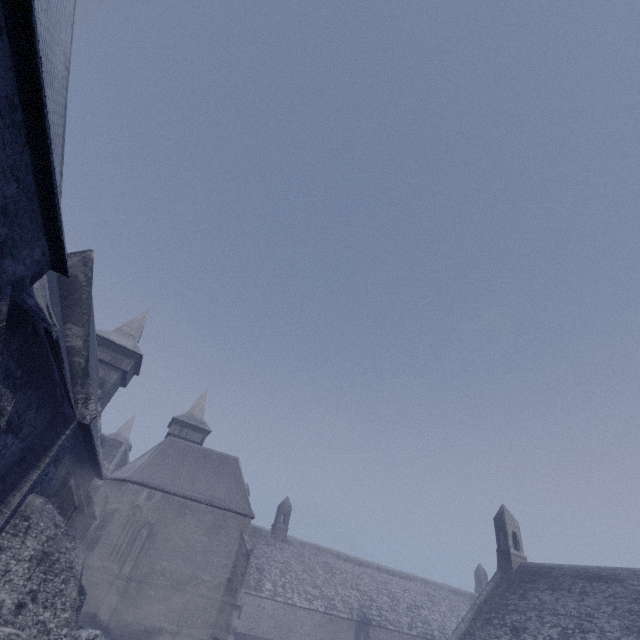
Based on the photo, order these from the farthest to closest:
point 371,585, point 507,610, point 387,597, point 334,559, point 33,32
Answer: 1. point 334,559
2. point 371,585
3. point 387,597
4. point 507,610
5. point 33,32
